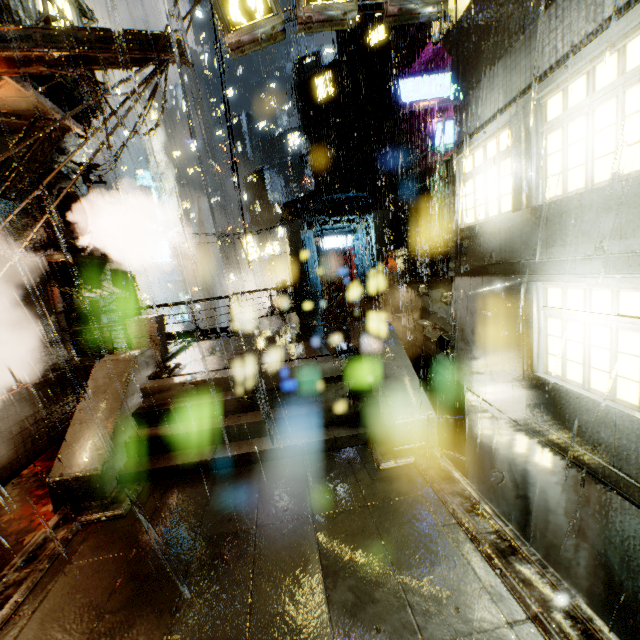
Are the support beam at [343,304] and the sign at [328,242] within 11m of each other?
no

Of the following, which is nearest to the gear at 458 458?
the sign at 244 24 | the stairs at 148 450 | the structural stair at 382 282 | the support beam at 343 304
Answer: Result: the support beam at 343 304

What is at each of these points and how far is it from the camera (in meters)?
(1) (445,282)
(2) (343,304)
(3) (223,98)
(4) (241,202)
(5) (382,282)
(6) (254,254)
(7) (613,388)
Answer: (1) structural stair, 13.14
(2) support beam, 14.30
(3) building, 23.19
(4) building, 24.33
(5) structural stair, 15.92
(6) sign, 27.89
(7) building, 4.62

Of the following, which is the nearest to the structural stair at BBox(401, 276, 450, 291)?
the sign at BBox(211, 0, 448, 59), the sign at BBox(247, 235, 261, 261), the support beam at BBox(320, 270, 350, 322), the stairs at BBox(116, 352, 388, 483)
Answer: the support beam at BBox(320, 270, 350, 322)

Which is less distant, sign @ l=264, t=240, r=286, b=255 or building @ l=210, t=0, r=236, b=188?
building @ l=210, t=0, r=236, b=188

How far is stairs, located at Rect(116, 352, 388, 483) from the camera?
6.54m

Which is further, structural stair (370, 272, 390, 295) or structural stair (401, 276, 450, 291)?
structural stair (370, 272, 390, 295)

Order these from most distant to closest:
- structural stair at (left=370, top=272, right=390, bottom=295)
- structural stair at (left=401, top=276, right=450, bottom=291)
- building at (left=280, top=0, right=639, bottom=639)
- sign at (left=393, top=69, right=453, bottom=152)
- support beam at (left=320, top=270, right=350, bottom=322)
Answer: sign at (left=393, top=69, right=453, bottom=152), structural stair at (left=370, top=272, right=390, bottom=295), support beam at (left=320, top=270, right=350, bottom=322), structural stair at (left=401, top=276, right=450, bottom=291), building at (left=280, top=0, right=639, bottom=639)
